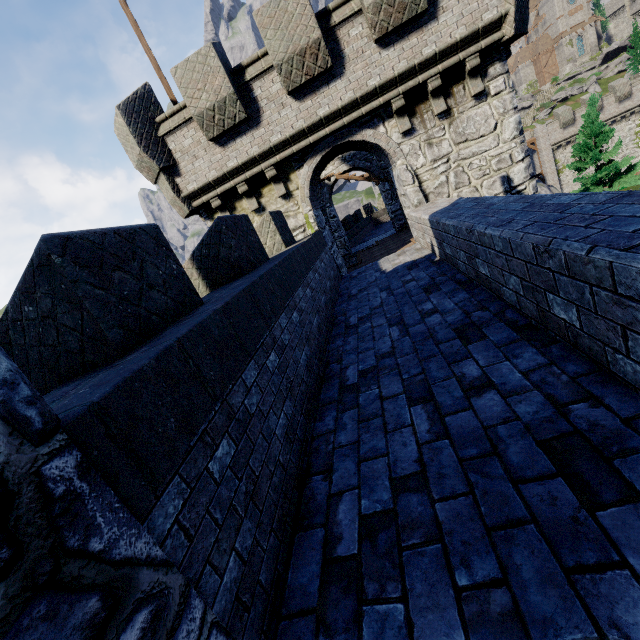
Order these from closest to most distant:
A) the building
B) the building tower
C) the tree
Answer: the building
the tree
the building tower

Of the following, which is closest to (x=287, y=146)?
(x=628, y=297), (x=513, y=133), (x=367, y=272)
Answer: (x=367, y=272)

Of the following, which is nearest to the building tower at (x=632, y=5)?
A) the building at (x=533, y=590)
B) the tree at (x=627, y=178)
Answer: the tree at (x=627, y=178)

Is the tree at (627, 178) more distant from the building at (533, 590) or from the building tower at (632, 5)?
the building tower at (632, 5)

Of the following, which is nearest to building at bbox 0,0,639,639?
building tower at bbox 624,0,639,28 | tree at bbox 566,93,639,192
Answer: tree at bbox 566,93,639,192

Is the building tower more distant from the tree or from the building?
the building
